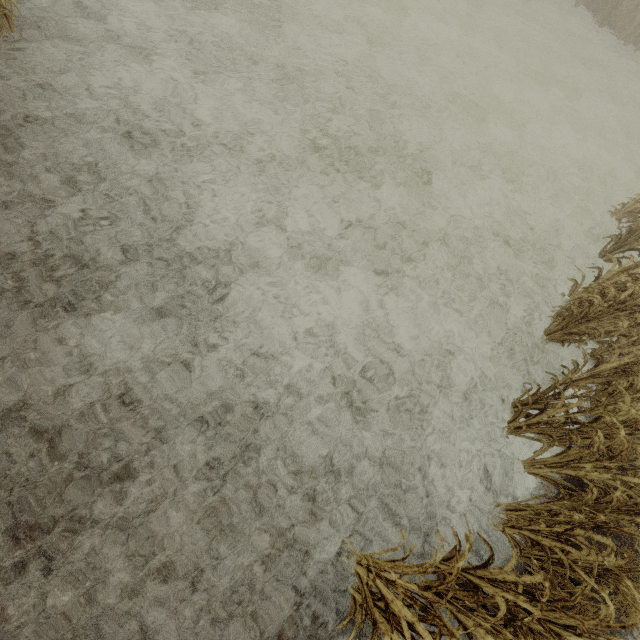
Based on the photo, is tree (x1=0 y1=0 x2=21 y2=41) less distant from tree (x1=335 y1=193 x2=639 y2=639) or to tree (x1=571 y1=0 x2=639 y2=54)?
tree (x1=335 y1=193 x2=639 y2=639)

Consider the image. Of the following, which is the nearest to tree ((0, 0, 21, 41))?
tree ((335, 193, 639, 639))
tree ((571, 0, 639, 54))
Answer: tree ((335, 193, 639, 639))

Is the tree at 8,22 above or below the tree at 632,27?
below

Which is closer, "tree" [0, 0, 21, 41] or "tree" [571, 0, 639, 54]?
"tree" [0, 0, 21, 41]

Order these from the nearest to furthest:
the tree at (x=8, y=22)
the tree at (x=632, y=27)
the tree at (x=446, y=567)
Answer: the tree at (x=446, y=567) → the tree at (x=8, y=22) → the tree at (x=632, y=27)

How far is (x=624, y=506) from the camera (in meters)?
3.57

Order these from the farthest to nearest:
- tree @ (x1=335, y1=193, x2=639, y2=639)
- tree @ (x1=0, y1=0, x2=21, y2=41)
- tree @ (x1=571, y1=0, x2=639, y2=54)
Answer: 1. tree @ (x1=571, y1=0, x2=639, y2=54)
2. tree @ (x1=0, y1=0, x2=21, y2=41)
3. tree @ (x1=335, y1=193, x2=639, y2=639)
